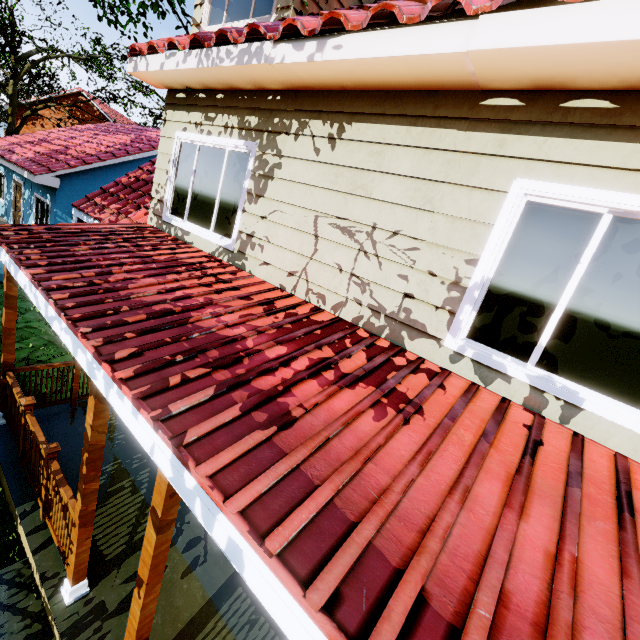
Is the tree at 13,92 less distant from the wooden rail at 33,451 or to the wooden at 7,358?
the wooden at 7,358

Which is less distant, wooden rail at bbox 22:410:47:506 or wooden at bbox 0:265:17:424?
wooden rail at bbox 22:410:47:506

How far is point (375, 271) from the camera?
3.1m

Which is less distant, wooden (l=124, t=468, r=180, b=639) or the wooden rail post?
wooden (l=124, t=468, r=180, b=639)

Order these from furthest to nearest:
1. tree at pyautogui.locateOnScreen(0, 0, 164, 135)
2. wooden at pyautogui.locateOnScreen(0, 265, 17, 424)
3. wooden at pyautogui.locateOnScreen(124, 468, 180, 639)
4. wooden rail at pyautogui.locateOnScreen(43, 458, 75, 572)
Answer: tree at pyautogui.locateOnScreen(0, 0, 164, 135)
wooden at pyautogui.locateOnScreen(0, 265, 17, 424)
wooden rail at pyautogui.locateOnScreen(43, 458, 75, 572)
wooden at pyautogui.locateOnScreen(124, 468, 180, 639)

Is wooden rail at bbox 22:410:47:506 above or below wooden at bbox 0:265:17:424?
below

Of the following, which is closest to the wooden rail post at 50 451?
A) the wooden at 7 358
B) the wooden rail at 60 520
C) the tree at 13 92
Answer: the wooden rail at 60 520

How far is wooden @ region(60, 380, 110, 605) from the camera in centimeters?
278cm
